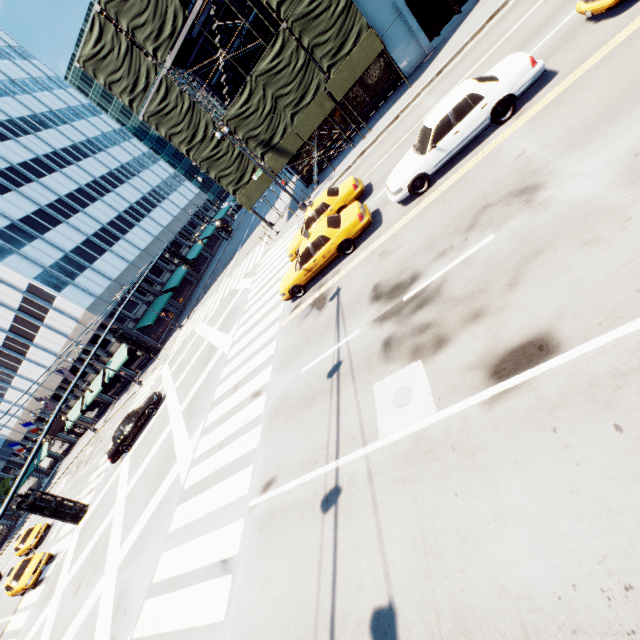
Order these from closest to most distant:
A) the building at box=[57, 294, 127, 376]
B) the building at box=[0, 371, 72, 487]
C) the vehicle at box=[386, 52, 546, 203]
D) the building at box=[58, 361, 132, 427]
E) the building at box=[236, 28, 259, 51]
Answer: the vehicle at box=[386, 52, 546, 203]
the building at box=[236, 28, 259, 51]
the building at box=[57, 294, 127, 376]
the building at box=[58, 361, 132, 427]
the building at box=[0, 371, 72, 487]

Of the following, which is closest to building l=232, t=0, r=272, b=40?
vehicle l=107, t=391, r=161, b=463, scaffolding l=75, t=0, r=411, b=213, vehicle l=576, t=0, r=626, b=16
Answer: scaffolding l=75, t=0, r=411, b=213

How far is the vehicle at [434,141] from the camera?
9.0m

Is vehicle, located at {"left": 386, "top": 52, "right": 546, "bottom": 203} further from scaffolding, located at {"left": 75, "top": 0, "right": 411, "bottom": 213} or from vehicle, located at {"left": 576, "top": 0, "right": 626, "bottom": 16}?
scaffolding, located at {"left": 75, "top": 0, "right": 411, "bottom": 213}

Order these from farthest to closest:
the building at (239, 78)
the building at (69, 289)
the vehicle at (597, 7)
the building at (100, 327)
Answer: the building at (100, 327)
the building at (69, 289)
the building at (239, 78)
the vehicle at (597, 7)

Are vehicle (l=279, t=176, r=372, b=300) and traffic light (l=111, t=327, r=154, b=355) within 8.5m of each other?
yes

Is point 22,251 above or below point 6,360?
above

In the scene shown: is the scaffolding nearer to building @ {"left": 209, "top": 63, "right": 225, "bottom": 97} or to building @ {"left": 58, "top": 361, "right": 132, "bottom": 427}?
building @ {"left": 209, "top": 63, "right": 225, "bottom": 97}
